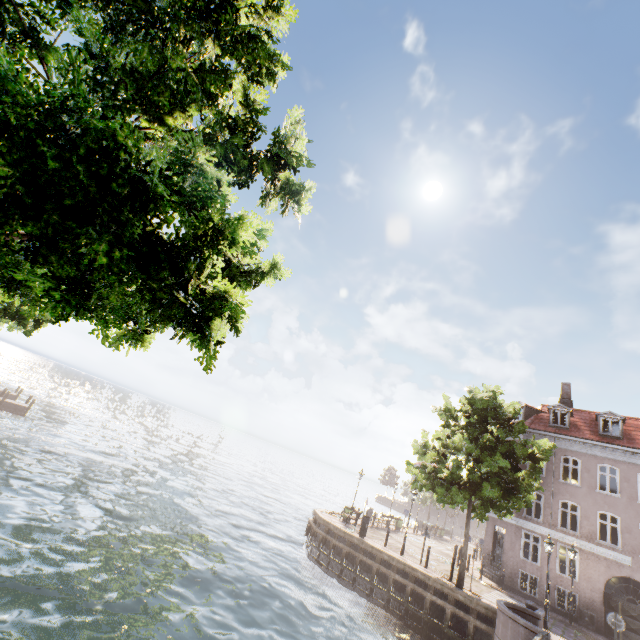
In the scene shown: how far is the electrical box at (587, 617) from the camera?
18.6m

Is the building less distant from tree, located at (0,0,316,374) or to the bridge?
tree, located at (0,0,316,374)

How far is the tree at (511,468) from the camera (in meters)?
16.11

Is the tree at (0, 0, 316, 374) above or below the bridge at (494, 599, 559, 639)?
above

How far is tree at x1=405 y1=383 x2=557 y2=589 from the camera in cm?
1611

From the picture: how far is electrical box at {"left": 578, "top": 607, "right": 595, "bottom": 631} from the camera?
18.6 meters

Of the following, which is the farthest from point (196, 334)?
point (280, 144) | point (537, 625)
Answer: point (537, 625)

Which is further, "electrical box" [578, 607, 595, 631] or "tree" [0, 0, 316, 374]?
"electrical box" [578, 607, 595, 631]
